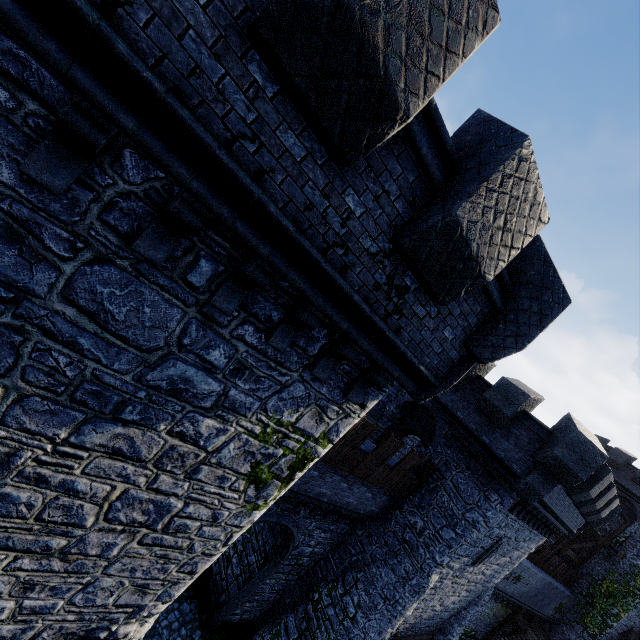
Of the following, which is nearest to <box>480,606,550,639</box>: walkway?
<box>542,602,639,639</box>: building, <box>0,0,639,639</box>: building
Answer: <box>542,602,639,639</box>: building

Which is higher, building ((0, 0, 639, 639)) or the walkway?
building ((0, 0, 639, 639))

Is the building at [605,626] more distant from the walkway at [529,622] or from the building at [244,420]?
the building at [244,420]

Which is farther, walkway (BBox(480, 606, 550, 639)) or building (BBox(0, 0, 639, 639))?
walkway (BBox(480, 606, 550, 639))

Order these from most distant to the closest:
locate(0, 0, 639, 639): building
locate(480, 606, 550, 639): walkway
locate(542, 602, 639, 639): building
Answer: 1. locate(542, 602, 639, 639): building
2. locate(480, 606, 550, 639): walkway
3. locate(0, 0, 639, 639): building

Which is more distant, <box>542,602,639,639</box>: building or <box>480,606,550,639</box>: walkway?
<box>542,602,639,639</box>: building

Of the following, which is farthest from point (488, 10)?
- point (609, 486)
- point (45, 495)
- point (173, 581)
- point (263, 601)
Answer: point (263, 601)
